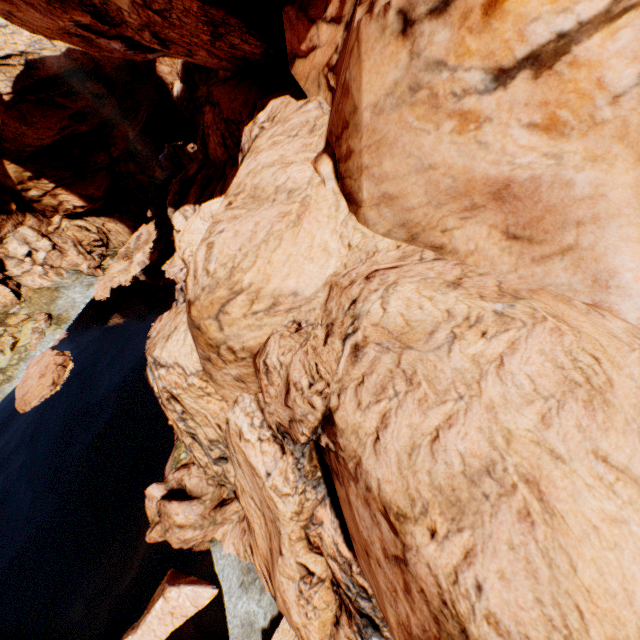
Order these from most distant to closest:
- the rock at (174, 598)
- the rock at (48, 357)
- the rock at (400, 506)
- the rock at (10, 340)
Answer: the rock at (10, 340), the rock at (48, 357), the rock at (174, 598), the rock at (400, 506)

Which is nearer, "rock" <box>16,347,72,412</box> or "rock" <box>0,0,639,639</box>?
"rock" <box>0,0,639,639</box>

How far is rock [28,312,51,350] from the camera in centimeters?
2489cm

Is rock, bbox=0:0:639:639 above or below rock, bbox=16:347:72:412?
above

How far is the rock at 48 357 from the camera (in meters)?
20.48

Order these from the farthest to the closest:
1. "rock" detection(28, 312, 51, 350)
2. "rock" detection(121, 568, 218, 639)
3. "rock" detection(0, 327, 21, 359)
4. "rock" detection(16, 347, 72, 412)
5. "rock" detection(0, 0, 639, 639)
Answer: "rock" detection(28, 312, 51, 350)
"rock" detection(0, 327, 21, 359)
"rock" detection(16, 347, 72, 412)
"rock" detection(121, 568, 218, 639)
"rock" detection(0, 0, 639, 639)

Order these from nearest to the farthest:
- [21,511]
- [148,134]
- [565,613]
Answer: [565,613] → [21,511] → [148,134]
